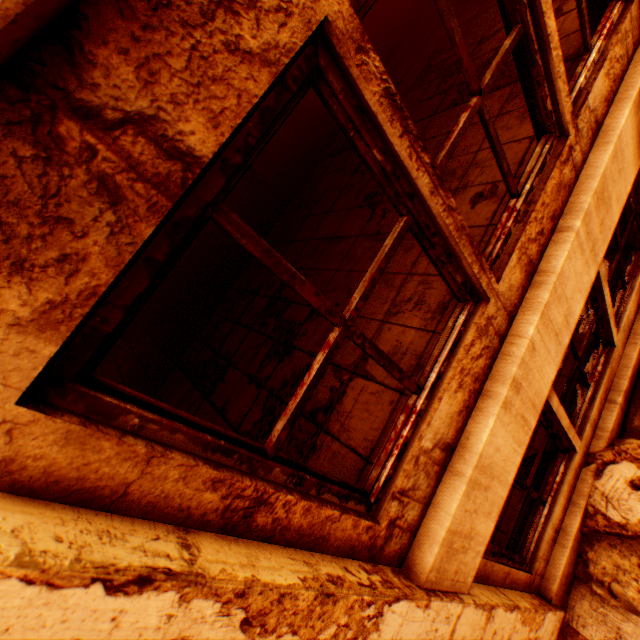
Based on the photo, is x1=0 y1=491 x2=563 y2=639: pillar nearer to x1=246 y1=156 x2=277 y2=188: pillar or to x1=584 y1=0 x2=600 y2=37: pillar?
→ x1=584 y1=0 x2=600 y2=37: pillar

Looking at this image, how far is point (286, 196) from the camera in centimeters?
700cm

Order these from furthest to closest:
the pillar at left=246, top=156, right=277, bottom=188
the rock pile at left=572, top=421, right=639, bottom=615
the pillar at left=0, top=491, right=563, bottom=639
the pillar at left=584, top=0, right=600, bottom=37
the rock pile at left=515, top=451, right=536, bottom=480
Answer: the pillar at left=246, top=156, right=277, bottom=188 → the rock pile at left=515, top=451, right=536, bottom=480 → the rock pile at left=572, top=421, right=639, bottom=615 → the pillar at left=584, top=0, right=600, bottom=37 → the pillar at left=0, top=491, right=563, bottom=639

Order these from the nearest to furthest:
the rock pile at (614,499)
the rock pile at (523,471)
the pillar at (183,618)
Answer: the pillar at (183,618) < the rock pile at (614,499) < the rock pile at (523,471)

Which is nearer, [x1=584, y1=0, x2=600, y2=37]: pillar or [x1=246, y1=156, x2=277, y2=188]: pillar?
[x1=584, y1=0, x2=600, y2=37]: pillar

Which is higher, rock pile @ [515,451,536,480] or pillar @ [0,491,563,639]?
pillar @ [0,491,563,639]

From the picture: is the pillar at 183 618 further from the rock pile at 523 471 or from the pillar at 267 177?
the pillar at 267 177

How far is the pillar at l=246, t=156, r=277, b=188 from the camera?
8.1 meters
